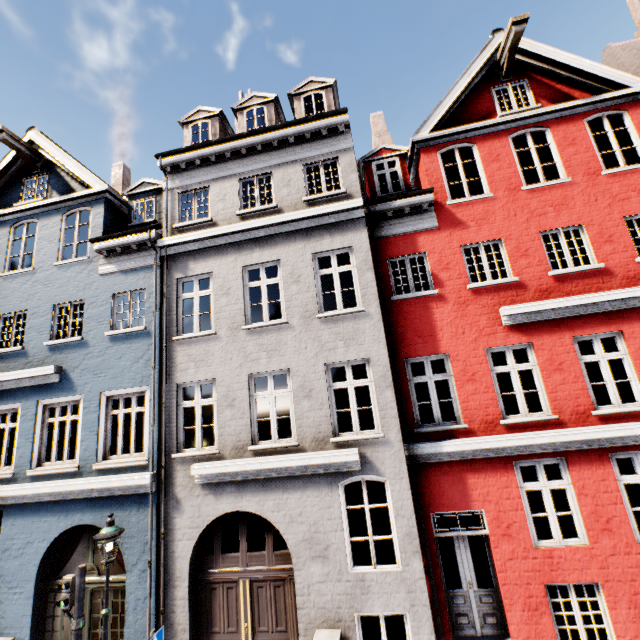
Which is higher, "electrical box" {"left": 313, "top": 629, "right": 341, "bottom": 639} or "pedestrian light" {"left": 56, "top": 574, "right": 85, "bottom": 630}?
"pedestrian light" {"left": 56, "top": 574, "right": 85, "bottom": 630}

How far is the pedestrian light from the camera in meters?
6.1 m

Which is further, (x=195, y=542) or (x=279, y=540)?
(x=279, y=540)

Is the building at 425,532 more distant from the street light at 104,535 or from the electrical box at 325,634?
the street light at 104,535

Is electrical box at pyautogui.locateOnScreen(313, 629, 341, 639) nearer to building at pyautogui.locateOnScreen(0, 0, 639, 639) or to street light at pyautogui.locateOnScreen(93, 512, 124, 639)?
building at pyautogui.locateOnScreen(0, 0, 639, 639)

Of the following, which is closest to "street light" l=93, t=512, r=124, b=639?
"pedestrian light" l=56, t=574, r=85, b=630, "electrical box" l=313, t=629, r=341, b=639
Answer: "pedestrian light" l=56, t=574, r=85, b=630

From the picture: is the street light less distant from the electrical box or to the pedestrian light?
the pedestrian light

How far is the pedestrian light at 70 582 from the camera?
6.1 meters
